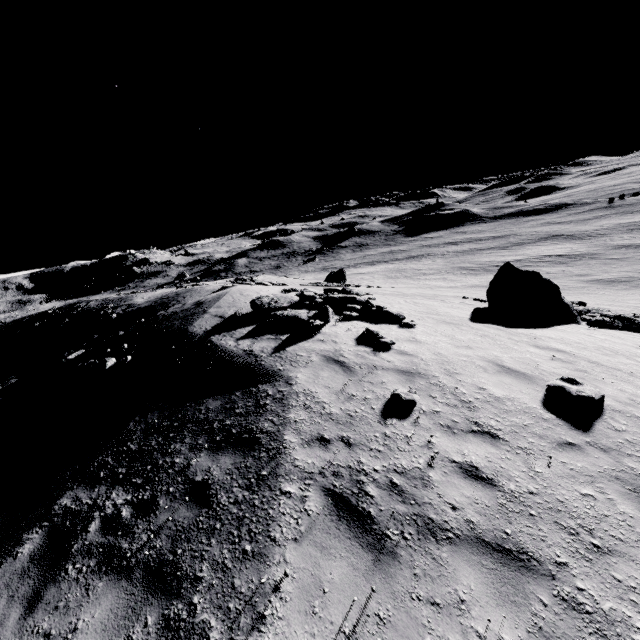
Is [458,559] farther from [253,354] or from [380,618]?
[253,354]

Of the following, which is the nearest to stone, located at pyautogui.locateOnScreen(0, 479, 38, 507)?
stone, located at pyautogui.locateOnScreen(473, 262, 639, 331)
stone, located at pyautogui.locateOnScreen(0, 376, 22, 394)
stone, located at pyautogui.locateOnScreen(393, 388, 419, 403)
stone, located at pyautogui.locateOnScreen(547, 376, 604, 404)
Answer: stone, located at pyautogui.locateOnScreen(393, 388, 419, 403)

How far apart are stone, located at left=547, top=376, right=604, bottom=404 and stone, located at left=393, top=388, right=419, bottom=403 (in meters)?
2.96

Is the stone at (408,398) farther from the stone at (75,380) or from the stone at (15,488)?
the stone at (75,380)

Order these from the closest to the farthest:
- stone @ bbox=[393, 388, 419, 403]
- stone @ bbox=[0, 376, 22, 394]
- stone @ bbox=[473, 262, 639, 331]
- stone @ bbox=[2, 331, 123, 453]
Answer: stone @ bbox=[393, 388, 419, 403] < stone @ bbox=[2, 331, 123, 453] < stone @ bbox=[473, 262, 639, 331] < stone @ bbox=[0, 376, 22, 394]

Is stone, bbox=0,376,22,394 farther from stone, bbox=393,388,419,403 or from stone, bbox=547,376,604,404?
stone, bbox=547,376,604,404

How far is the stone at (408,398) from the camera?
6.2m

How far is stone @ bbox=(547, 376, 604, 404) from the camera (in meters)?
6.33
